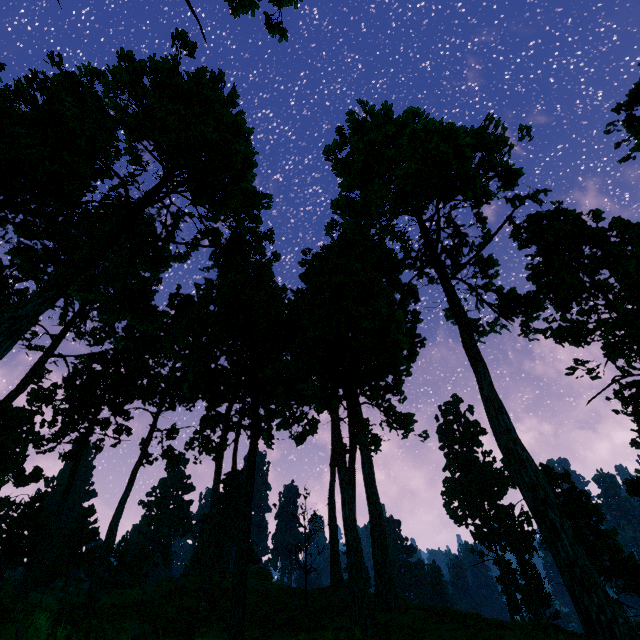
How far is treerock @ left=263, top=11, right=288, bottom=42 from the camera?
17.9 meters

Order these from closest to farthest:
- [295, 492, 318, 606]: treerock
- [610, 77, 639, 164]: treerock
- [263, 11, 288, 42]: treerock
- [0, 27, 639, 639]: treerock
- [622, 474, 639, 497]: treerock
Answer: [0, 27, 639, 639]: treerock, [263, 11, 288, 42]: treerock, [295, 492, 318, 606]: treerock, [610, 77, 639, 164]: treerock, [622, 474, 639, 497]: treerock

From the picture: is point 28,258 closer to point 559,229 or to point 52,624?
point 52,624

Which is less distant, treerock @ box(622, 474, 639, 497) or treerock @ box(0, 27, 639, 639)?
treerock @ box(0, 27, 639, 639)

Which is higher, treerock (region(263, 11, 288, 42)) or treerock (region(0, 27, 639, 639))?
treerock (region(263, 11, 288, 42))

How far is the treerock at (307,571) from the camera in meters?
21.1
